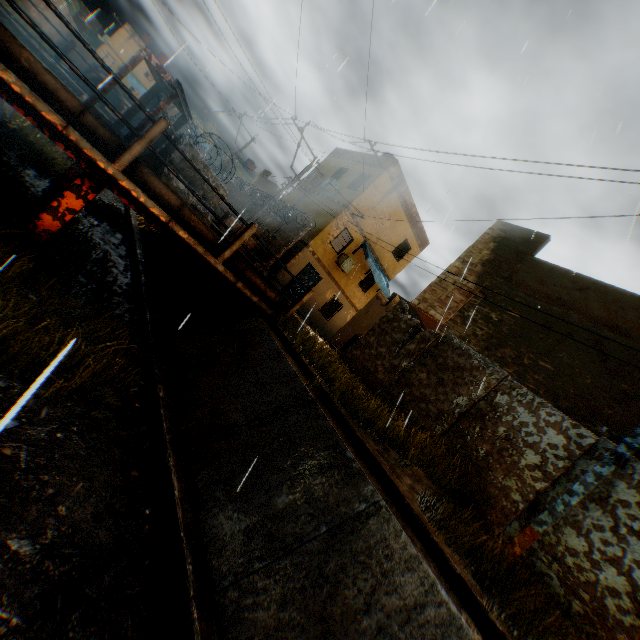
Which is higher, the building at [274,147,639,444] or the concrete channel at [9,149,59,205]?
the building at [274,147,639,444]

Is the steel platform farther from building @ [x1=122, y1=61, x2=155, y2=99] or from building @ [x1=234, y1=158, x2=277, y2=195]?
building @ [x1=234, y1=158, x2=277, y2=195]

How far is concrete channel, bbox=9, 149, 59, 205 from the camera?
9.5 meters

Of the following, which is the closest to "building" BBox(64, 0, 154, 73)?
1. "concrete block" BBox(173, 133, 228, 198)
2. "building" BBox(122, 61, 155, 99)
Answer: "building" BBox(122, 61, 155, 99)

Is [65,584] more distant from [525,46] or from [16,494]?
[525,46]

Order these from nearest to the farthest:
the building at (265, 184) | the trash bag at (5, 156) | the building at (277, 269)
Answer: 1. the trash bag at (5, 156)
2. the building at (277, 269)
3. the building at (265, 184)

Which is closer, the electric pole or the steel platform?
the electric pole

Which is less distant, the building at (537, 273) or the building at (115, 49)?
the building at (537, 273)
